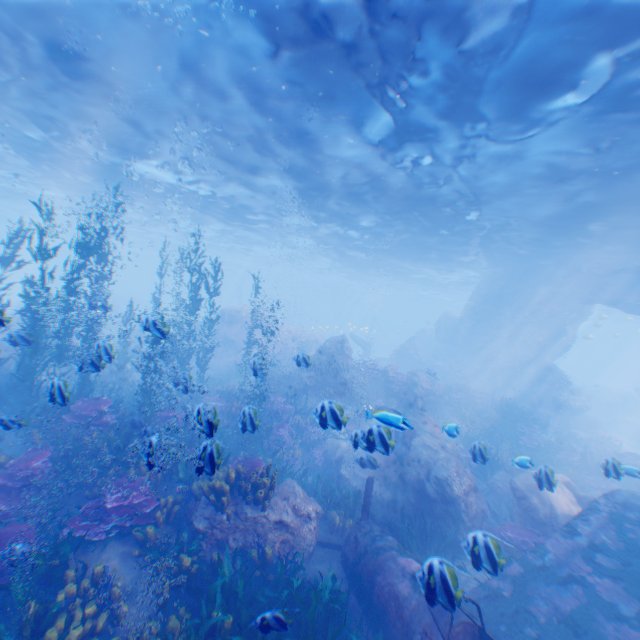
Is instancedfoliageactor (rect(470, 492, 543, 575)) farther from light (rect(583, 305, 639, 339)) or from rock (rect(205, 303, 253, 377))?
light (rect(583, 305, 639, 339))

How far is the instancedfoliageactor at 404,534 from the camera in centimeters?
805cm

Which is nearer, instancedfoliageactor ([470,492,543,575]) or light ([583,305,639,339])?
instancedfoliageactor ([470,492,543,575])

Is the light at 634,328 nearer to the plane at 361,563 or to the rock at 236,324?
the rock at 236,324

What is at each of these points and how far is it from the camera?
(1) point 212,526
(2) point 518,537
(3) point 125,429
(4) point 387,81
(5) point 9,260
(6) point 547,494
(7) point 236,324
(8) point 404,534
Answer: (1) rock, 7.17m
(2) instancedfoliageactor, 8.55m
(3) instancedfoliageactor, 9.24m
(4) light, 9.27m
(5) instancedfoliageactor, 11.16m
(6) rock, 9.29m
(7) rock, 27.39m
(8) instancedfoliageactor, 8.25m

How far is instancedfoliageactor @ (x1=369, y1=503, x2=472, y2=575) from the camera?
8.0m

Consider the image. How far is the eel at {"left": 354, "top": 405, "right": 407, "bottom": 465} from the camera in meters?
5.4

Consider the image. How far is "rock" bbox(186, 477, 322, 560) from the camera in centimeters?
716cm
